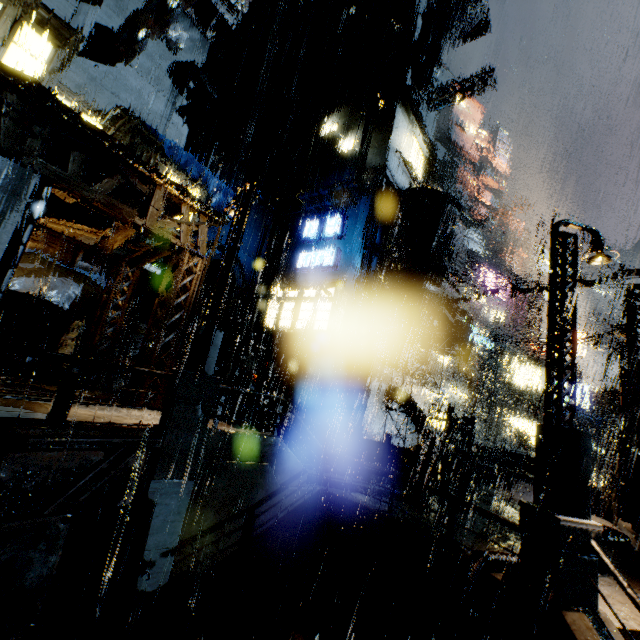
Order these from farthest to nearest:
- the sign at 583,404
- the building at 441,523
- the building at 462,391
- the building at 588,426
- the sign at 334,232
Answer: the building at 588,426 → the building at 462,391 → the sign at 583,404 → the sign at 334,232 → the building at 441,523

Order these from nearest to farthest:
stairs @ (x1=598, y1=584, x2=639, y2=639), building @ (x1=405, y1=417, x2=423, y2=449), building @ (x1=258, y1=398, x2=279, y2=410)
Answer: stairs @ (x1=598, y1=584, x2=639, y2=639) → building @ (x1=258, y1=398, x2=279, y2=410) → building @ (x1=405, y1=417, x2=423, y2=449)

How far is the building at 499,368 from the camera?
31.70m

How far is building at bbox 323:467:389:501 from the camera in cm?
1053

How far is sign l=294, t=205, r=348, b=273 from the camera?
21.6 meters

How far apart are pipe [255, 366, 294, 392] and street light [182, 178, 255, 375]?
9.6 meters

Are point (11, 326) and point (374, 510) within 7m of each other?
no

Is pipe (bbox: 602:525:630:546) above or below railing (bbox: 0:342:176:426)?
below
